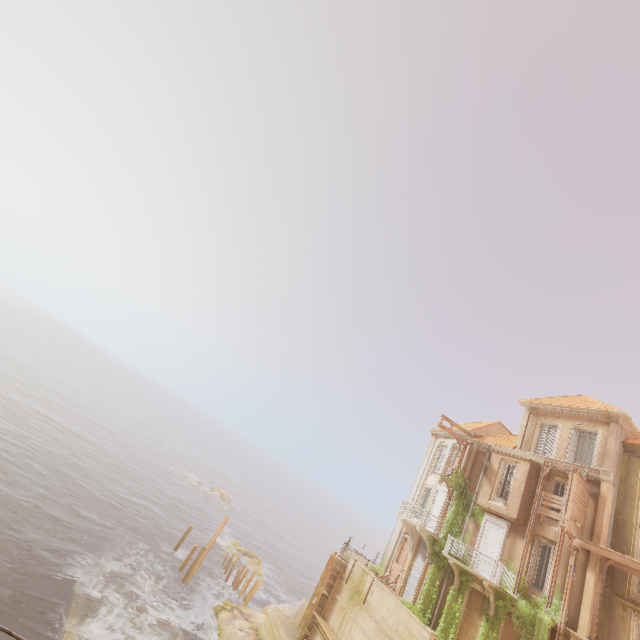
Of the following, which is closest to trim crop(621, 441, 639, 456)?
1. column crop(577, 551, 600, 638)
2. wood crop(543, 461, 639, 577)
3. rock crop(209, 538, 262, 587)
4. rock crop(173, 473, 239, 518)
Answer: wood crop(543, 461, 639, 577)

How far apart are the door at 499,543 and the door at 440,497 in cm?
313

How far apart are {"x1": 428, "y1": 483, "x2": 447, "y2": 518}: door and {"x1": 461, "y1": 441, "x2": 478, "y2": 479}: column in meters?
0.5

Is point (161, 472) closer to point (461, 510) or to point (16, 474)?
point (16, 474)

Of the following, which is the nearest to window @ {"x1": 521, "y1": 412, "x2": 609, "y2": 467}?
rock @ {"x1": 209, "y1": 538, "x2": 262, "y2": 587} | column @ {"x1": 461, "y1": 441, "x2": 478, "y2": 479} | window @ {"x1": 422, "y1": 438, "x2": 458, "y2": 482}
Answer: column @ {"x1": 461, "y1": 441, "x2": 478, "y2": 479}

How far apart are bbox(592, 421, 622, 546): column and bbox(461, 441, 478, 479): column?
7.8 meters

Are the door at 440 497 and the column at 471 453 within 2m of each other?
yes

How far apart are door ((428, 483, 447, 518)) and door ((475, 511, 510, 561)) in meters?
3.1 m
